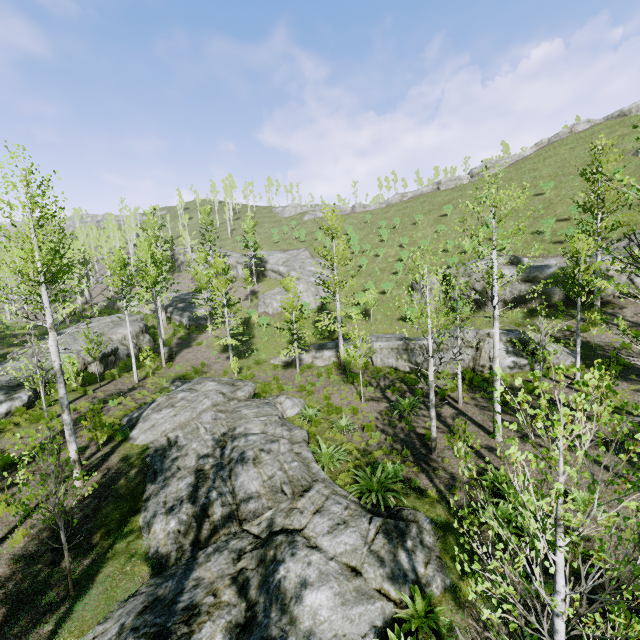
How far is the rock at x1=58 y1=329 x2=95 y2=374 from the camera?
20.8 meters

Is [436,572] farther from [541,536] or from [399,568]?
[541,536]

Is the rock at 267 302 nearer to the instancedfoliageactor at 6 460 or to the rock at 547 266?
the instancedfoliageactor at 6 460

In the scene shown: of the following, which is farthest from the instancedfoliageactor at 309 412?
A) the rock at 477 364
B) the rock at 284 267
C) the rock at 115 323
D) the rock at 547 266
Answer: the rock at 547 266

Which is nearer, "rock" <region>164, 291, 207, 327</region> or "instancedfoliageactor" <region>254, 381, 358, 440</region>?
"instancedfoliageactor" <region>254, 381, 358, 440</region>

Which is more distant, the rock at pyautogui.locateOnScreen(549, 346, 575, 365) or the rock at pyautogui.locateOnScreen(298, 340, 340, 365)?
the rock at pyautogui.locateOnScreen(298, 340, 340, 365)

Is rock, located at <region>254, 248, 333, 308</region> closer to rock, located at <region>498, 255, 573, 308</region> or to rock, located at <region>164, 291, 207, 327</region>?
rock, located at <region>164, 291, 207, 327</region>

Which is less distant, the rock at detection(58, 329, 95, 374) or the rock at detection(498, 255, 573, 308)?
the rock at detection(58, 329, 95, 374)
